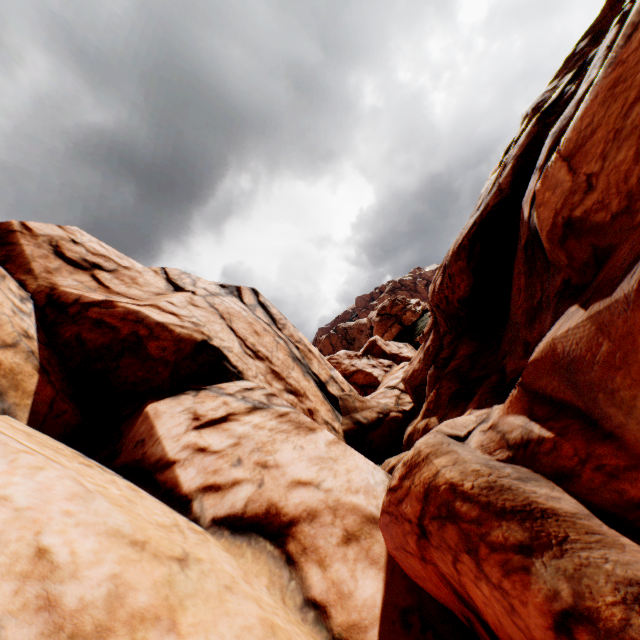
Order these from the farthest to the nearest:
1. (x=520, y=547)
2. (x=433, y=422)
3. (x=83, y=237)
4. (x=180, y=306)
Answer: (x=83, y=237)
(x=180, y=306)
(x=433, y=422)
(x=520, y=547)
